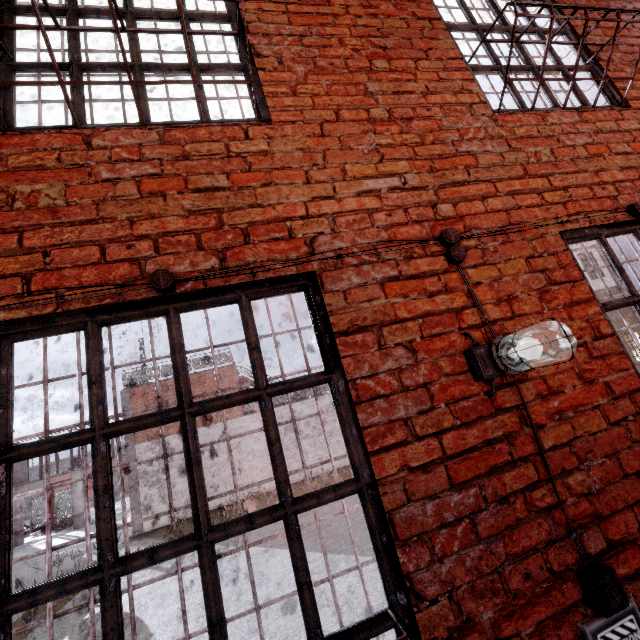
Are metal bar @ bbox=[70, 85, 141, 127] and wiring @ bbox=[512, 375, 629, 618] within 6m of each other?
yes

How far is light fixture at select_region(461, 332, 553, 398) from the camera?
1.50m

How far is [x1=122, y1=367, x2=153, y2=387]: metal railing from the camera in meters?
17.8

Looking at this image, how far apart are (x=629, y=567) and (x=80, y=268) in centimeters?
275cm

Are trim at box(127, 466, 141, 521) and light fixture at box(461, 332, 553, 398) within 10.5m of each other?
no

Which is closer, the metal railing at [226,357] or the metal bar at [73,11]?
the metal bar at [73,11]

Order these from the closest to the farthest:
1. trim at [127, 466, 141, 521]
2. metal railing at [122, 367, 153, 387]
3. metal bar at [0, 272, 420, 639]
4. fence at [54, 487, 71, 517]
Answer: metal bar at [0, 272, 420, 639], trim at [127, 466, 141, 521], metal railing at [122, 367, 153, 387], fence at [54, 487, 71, 517]

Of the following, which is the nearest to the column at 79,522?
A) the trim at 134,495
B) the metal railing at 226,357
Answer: the metal railing at 226,357
